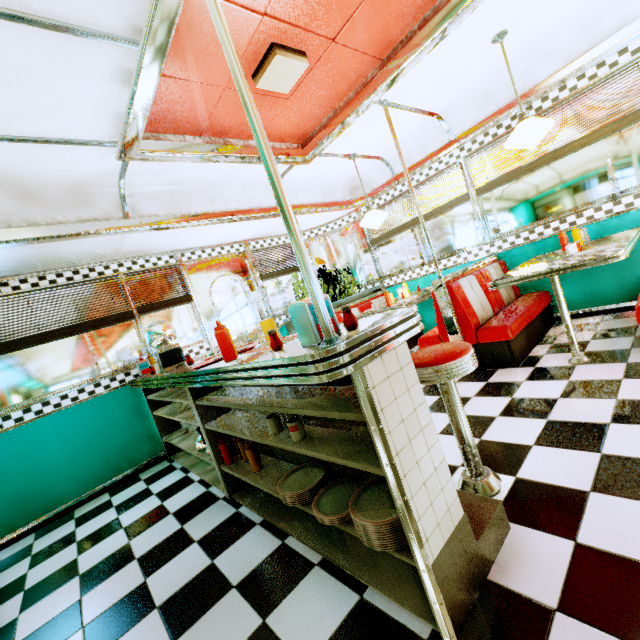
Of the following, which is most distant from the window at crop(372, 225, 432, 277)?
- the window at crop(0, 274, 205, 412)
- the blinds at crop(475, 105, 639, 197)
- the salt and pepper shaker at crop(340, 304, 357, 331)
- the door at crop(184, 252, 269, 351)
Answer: the salt and pepper shaker at crop(340, 304, 357, 331)

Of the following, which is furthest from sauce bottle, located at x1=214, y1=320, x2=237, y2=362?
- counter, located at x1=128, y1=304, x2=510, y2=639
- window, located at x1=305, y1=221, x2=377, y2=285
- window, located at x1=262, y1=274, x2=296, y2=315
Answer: window, located at x1=305, y1=221, x2=377, y2=285

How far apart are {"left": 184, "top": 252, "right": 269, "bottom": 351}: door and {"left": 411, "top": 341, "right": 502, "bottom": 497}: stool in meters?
3.5 m

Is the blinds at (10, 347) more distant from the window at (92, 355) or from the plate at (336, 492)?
the plate at (336, 492)

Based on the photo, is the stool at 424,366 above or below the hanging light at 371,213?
below

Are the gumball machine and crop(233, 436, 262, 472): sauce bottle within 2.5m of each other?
yes

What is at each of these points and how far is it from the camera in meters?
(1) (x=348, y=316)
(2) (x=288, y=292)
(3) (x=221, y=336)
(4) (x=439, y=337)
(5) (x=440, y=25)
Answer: (1) salt and pepper shaker, 1.3
(2) window, 6.0
(3) sauce bottle, 1.8
(4) seat, 3.8
(5) trim, 2.5

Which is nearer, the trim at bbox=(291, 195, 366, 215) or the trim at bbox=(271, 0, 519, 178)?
the trim at bbox=(271, 0, 519, 178)
